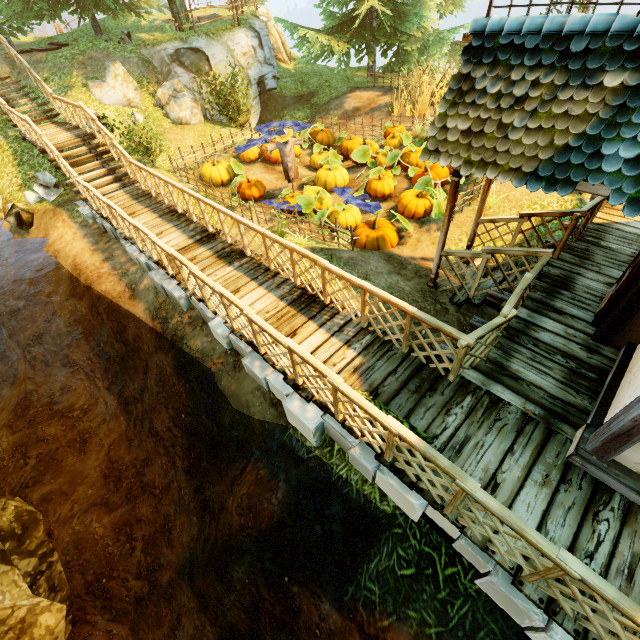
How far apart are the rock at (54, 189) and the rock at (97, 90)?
4.8 meters

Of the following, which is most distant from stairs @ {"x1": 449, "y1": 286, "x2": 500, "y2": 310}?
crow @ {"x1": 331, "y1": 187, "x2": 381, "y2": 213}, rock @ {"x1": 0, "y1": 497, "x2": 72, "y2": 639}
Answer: rock @ {"x1": 0, "y1": 497, "x2": 72, "y2": 639}

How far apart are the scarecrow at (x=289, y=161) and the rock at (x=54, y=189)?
7.2 meters

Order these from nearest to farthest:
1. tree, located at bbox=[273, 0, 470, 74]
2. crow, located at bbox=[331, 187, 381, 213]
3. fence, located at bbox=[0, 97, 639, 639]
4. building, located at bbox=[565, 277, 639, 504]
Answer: fence, located at bbox=[0, 97, 639, 639], building, located at bbox=[565, 277, 639, 504], crow, located at bbox=[331, 187, 381, 213], tree, located at bbox=[273, 0, 470, 74]

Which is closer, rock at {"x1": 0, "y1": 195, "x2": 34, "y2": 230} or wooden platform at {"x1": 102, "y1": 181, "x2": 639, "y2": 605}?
wooden platform at {"x1": 102, "y1": 181, "x2": 639, "y2": 605}

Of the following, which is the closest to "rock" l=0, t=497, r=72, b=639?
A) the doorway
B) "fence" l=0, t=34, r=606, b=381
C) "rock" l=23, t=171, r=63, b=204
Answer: "rock" l=23, t=171, r=63, b=204

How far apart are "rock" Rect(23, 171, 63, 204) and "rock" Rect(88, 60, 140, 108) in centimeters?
484cm

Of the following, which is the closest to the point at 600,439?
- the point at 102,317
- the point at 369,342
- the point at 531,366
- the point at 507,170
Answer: the point at 531,366
